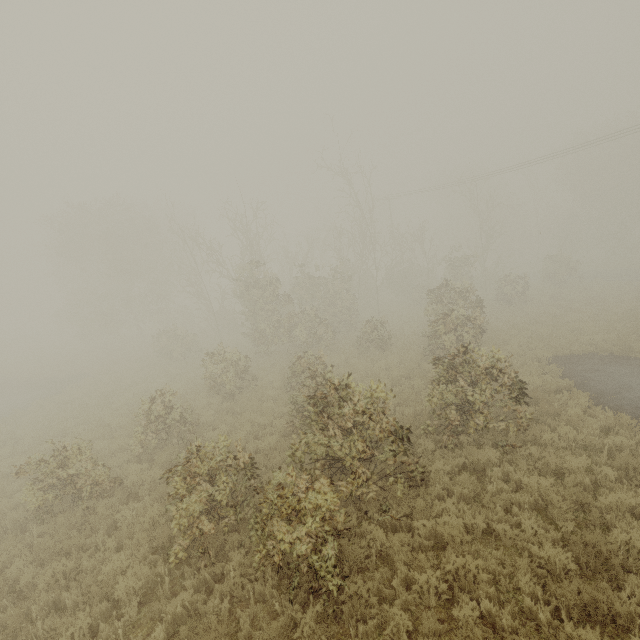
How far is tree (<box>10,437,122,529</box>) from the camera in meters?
8.3 m

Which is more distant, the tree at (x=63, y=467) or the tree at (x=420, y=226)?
the tree at (x=63, y=467)

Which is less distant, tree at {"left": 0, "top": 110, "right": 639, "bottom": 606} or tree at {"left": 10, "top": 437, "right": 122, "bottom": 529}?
tree at {"left": 0, "top": 110, "right": 639, "bottom": 606}

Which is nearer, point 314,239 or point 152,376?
point 152,376

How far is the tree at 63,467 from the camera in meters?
8.3 m
